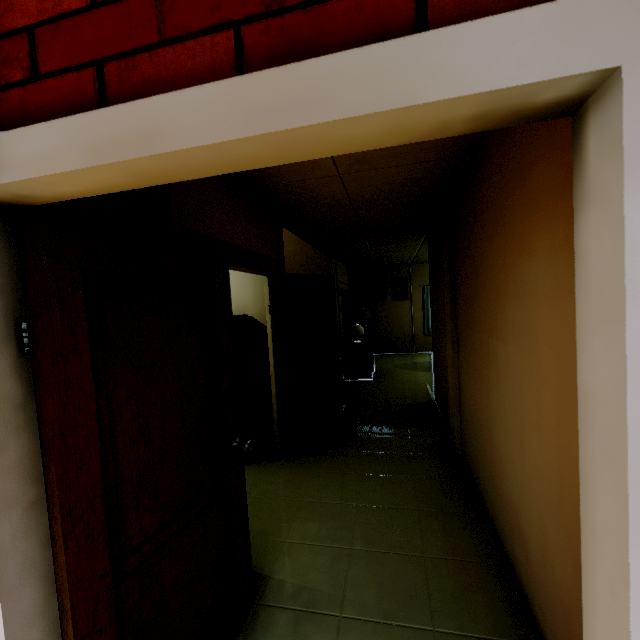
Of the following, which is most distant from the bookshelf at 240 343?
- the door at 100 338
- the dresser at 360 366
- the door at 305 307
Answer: the dresser at 360 366

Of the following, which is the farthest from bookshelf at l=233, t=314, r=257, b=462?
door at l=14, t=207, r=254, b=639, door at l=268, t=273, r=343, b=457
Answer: door at l=14, t=207, r=254, b=639

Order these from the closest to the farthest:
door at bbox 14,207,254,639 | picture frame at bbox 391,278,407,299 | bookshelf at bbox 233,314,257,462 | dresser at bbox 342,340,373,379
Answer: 1. door at bbox 14,207,254,639
2. bookshelf at bbox 233,314,257,462
3. dresser at bbox 342,340,373,379
4. picture frame at bbox 391,278,407,299

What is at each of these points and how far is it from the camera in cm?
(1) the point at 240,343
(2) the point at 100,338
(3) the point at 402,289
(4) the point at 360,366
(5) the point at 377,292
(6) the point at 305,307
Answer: (1) bookshelf, 360
(2) door, 117
(3) picture frame, 1020
(4) dresser, 717
(5) picture frame, 1038
(6) door, 389

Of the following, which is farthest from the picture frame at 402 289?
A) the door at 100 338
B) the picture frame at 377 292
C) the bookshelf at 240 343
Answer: the door at 100 338

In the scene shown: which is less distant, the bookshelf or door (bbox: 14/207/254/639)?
door (bbox: 14/207/254/639)

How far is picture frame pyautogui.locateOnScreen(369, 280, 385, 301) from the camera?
10.3 meters

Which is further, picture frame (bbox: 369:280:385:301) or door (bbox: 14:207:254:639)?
picture frame (bbox: 369:280:385:301)
